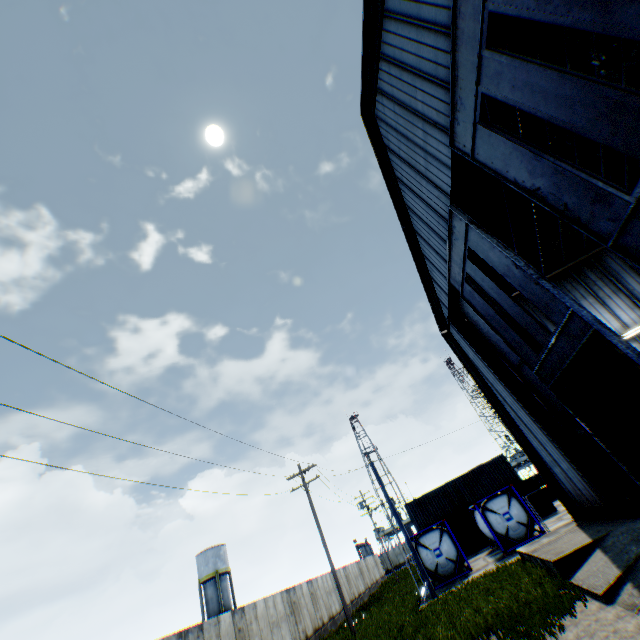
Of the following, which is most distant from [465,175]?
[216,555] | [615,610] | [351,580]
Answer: [216,555]

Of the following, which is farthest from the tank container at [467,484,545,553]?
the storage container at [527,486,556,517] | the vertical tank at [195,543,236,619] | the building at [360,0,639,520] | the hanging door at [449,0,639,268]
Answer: A: the vertical tank at [195,543,236,619]

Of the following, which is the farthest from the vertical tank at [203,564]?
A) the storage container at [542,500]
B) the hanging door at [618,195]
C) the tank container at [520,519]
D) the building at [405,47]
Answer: the hanging door at [618,195]

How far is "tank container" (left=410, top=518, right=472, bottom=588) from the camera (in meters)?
20.62

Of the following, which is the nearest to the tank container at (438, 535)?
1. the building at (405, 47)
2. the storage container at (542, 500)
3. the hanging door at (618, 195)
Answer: the storage container at (542, 500)

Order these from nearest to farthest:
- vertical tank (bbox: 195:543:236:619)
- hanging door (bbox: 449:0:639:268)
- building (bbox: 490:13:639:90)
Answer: hanging door (bbox: 449:0:639:268), building (bbox: 490:13:639:90), vertical tank (bbox: 195:543:236:619)

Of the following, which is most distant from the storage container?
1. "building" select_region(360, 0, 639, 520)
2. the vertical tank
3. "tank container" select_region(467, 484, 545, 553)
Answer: the vertical tank
